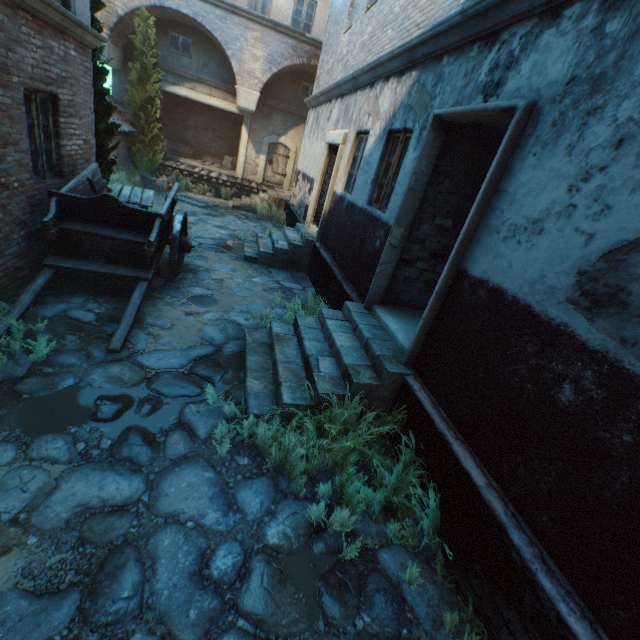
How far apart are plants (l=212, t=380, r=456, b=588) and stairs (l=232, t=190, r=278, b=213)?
12.6 meters

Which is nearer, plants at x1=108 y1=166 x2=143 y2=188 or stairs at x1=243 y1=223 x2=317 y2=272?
stairs at x1=243 y1=223 x2=317 y2=272

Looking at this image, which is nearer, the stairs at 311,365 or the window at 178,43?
the stairs at 311,365

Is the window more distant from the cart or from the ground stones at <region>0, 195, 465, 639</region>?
the cart

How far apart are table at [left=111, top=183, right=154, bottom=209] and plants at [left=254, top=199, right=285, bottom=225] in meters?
4.2

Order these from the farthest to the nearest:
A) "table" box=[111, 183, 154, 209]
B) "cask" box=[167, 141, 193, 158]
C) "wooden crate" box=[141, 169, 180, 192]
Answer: "cask" box=[167, 141, 193, 158]
"wooden crate" box=[141, 169, 180, 192]
"table" box=[111, 183, 154, 209]

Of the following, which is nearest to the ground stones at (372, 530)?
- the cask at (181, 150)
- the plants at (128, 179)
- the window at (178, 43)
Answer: the plants at (128, 179)

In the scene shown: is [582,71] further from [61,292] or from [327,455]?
[61,292]
